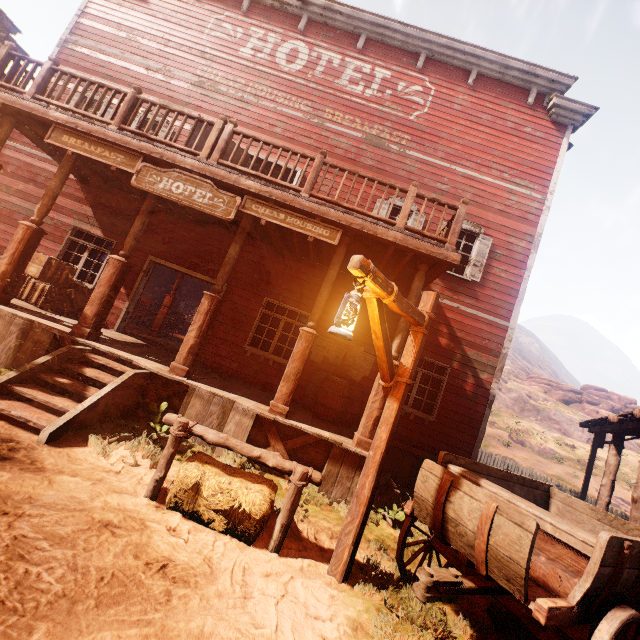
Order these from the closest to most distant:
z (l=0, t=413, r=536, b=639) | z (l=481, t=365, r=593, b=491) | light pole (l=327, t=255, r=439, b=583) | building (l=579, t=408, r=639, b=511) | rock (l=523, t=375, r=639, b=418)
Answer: z (l=0, t=413, r=536, b=639), light pole (l=327, t=255, r=439, b=583), building (l=579, t=408, r=639, b=511), z (l=481, t=365, r=593, b=491), rock (l=523, t=375, r=639, b=418)

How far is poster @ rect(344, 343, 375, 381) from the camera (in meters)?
8.62

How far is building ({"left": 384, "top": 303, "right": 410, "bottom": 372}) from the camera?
6.02m

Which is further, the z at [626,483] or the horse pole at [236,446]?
the z at [626,483]

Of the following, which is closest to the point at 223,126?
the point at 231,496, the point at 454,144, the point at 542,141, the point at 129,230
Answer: the point at 129,230

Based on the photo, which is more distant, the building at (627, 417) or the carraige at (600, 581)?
the building at (627, 417)

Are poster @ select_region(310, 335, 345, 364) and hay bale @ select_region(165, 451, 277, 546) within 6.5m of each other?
yes

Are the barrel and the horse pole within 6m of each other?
yes
